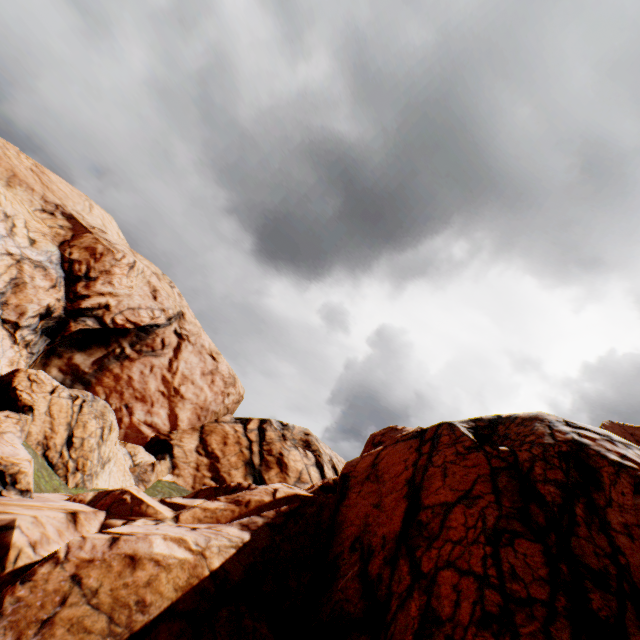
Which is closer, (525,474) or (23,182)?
(525,474)
